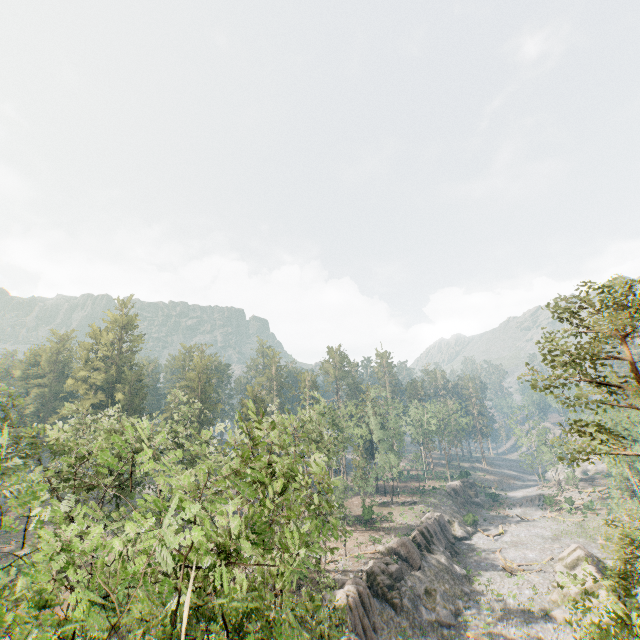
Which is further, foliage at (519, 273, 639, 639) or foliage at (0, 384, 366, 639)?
foliage at (519, 273, 639, 639)

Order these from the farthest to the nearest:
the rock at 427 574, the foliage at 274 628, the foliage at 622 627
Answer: the rock at 427 574 → the foliage at 622 627 → the foliage at 274 628

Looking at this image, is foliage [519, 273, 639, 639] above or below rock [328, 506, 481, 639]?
above

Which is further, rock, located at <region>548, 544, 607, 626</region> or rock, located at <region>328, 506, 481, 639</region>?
rock, located at <region>548, 544, 607, 626</region>

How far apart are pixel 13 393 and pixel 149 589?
26.8m

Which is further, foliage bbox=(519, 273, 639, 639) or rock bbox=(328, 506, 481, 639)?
rock bbox=(328, 506, 481, 639)

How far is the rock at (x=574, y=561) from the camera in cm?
3059

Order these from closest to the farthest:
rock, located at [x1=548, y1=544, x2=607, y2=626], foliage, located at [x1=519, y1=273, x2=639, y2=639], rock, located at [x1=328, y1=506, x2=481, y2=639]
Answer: foliage, located at [x1=519, y1=273, x2=639, y2=639] < rock, located at [x1=328, y1=506, x2=481, y2=639] < rock, located at [x1=548, y1=544, x2=607, y2=626]
